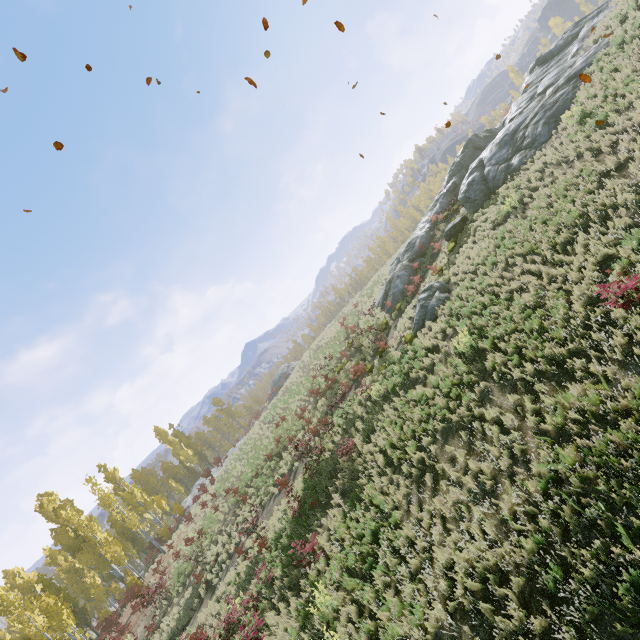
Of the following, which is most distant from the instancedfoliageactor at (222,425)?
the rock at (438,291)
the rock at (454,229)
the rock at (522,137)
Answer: the rock at (438,291)

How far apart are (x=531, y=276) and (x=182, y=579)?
27.1m

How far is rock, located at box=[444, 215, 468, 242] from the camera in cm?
2011

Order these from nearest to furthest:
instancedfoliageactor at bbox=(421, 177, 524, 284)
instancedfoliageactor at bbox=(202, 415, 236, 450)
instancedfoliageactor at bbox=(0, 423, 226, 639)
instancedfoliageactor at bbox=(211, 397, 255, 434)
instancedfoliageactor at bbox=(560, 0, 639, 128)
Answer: instancedfoliageactor at bbox=(560, 0, 639, 128) → instancedfoliageactor at bbox=(421, 177, 524, 284) → instancedfoliageactor at bbox=(0, 423, 226, 639) → instancedfoliageactor at bbox=(202, 415, 236, 450) → instancedfoliageactor at bbox=(211, 397, 255, 434)

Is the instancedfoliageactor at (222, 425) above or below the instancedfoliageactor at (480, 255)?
above

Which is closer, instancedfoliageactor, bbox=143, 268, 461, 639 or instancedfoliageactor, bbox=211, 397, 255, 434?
instancedfoliageactor, bbox=143, 268, 461, 639

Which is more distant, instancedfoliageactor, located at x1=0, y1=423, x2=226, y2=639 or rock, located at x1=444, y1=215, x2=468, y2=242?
instancedfoliageactor, located at x1=0, y1=423, x2=226, y2=639

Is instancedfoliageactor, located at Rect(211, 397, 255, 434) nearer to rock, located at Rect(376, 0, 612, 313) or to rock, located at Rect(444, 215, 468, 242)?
rock, located at Rect(376, 0, 612, 313)
